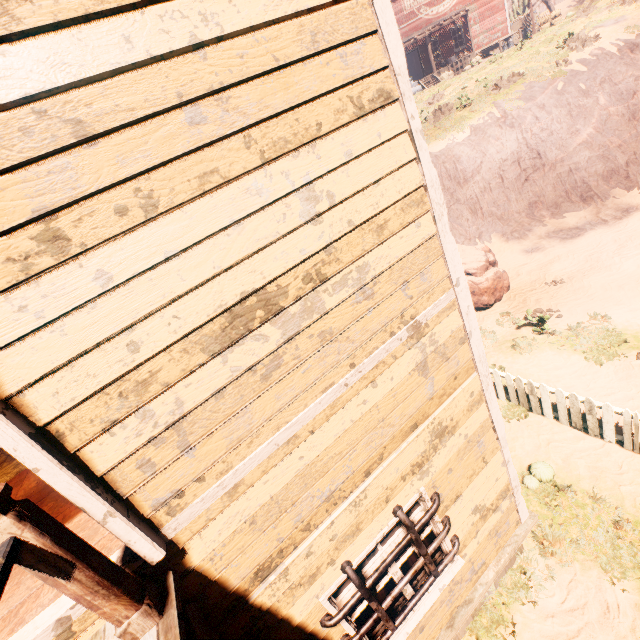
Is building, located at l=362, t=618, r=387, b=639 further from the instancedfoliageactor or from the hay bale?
the hay bale

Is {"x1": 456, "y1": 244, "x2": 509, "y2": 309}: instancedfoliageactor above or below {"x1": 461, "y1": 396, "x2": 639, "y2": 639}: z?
above

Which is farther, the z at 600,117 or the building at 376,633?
the z at 600,117

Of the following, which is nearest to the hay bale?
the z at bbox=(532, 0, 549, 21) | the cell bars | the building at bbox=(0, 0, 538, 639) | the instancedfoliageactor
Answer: the z at bbox=(532, 0, 549, 21)

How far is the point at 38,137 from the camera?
1.5m

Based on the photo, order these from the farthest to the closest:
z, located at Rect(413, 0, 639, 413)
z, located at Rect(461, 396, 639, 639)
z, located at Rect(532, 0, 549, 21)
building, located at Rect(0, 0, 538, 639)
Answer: z, located at Rect(532, 0, 549, 21), z, located at Rect(413, 0, 639, 413), z, located at Rect(461, 396, 639, 639), building, located at Rect(0, 0, 538, 639)

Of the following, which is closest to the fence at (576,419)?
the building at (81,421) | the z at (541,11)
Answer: the z at (541,11)

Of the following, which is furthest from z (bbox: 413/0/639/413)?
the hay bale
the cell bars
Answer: the hay bale
